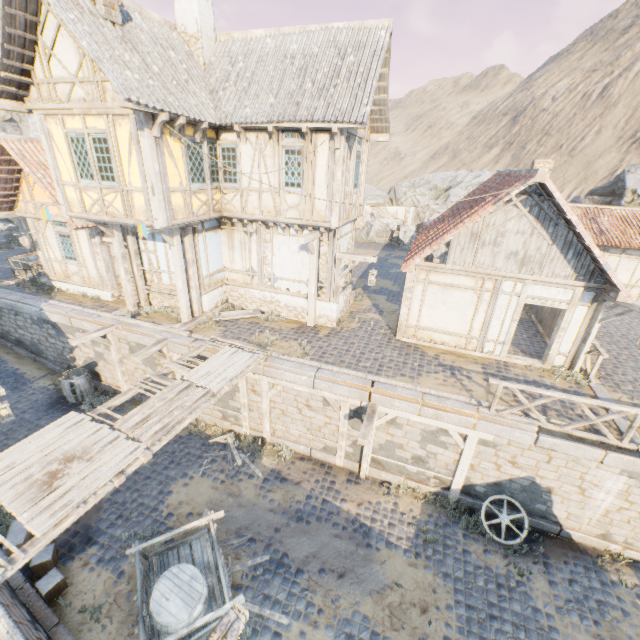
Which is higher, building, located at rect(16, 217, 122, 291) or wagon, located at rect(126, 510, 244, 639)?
building, located at rect(16, 217, 122, 291)

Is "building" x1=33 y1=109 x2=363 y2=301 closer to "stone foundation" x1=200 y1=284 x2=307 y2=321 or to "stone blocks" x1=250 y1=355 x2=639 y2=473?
"stone foundation" x1=200 y1=284 x2=307 y2=321

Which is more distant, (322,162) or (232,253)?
(232,253)

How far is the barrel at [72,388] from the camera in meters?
12.7

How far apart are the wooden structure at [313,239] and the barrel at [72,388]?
9.2m

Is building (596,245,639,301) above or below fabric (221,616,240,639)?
above

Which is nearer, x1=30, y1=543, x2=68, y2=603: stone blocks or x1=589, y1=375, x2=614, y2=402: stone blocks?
x1=30, y1=543, x2=68, y2=603: stone blocks

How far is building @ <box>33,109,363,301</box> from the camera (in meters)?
9.02
